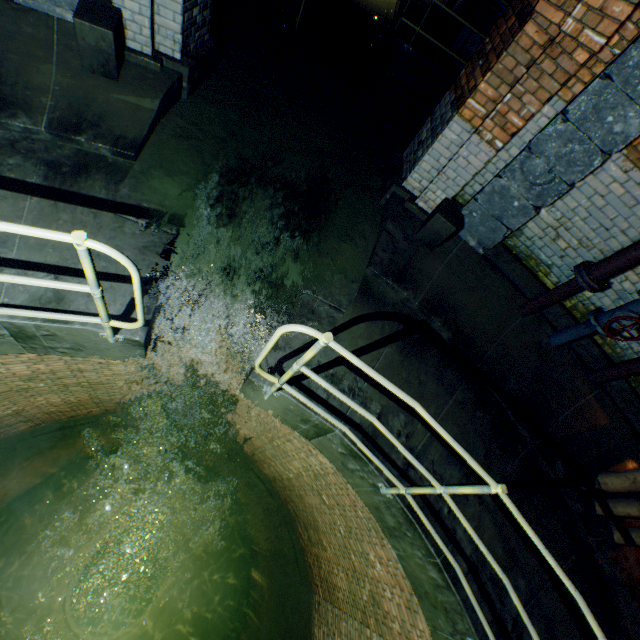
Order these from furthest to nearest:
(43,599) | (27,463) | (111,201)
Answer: (43,599) < (27,463) < (111,201)

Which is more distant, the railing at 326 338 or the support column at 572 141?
the support column at 572 141

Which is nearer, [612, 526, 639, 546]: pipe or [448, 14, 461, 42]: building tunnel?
[612, 526, 639, 546]: pipe

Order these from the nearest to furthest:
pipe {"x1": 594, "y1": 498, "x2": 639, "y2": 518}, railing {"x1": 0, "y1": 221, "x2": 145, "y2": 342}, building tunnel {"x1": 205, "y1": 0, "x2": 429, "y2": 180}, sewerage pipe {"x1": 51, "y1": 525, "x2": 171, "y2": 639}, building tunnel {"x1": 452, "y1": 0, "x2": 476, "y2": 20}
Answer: railing {"x1": 0, "y1": 221, "x2": 145, "y2": 342}, pipe {"x1": 594, "y1": 498, "x2": 639, "y2": 518}, building tunnel {"x1": 205, "y1": 0, "x2": 429, "y2": 180}, building tunnel {"x1": 452, "y1": 0, "x2": 476, "y2": 20}, sewerage pipe {"x1": 51, "y1": 525, "x2": 171, "y2": 639}

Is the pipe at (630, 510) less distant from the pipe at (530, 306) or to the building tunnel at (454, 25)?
the pipe at (530, 306)

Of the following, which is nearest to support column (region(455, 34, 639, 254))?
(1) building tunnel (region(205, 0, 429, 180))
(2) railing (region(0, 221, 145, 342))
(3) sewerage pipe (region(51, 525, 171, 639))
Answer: (1) building tunnel (region(205, 0, 429, 180))

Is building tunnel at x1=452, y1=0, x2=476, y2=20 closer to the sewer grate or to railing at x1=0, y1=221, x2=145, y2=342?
railing at x1=0, y1=221, x2=145, y2=342

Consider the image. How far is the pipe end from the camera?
3.68m
